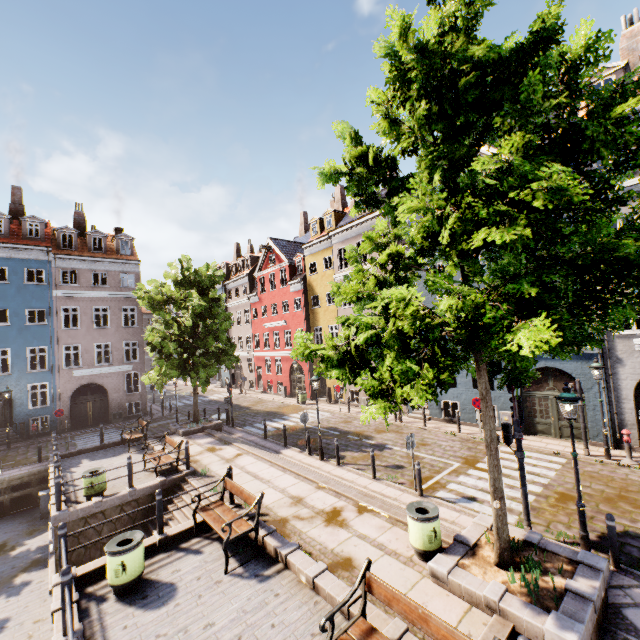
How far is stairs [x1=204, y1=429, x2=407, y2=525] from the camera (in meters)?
8.93

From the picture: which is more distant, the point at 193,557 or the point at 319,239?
the point at 319,239

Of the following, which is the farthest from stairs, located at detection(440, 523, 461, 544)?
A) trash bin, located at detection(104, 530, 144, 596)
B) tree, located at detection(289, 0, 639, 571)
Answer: trash bin, located at detection(104, 530, 144, 596)

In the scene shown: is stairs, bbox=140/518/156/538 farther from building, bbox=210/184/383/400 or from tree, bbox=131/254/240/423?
building, bbox=210/184/383/400

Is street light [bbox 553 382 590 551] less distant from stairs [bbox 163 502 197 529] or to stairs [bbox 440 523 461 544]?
stairs [bbox 440 523 461 544]

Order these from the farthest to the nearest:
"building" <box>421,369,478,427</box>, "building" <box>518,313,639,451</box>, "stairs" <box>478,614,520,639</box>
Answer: "building" <box>421,369,478,427</box> < "building" <box>518,313,639,451</box> < "stairs" <box>478,614,520,639</box>

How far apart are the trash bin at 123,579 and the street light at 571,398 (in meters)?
9.92

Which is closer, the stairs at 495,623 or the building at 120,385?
the stairs at 495,623
